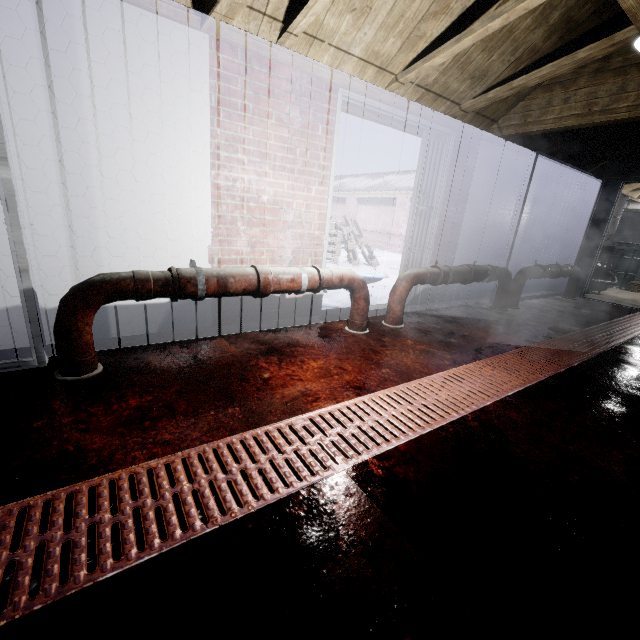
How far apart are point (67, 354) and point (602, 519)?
2.5 meters

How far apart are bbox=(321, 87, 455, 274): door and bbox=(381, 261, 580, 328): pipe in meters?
0.4 m

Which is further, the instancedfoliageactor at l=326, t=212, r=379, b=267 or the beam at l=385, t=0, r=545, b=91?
the instancedfoliageactor at l=326, t=212, r=379, b=267

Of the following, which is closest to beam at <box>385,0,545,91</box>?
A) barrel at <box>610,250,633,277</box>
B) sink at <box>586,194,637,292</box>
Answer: sink at <box>586,194,637,292</box>

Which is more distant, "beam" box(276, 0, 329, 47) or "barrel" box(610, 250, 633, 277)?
"barrel" box(610, 250, 633, 277)

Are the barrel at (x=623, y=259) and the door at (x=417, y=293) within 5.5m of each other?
no

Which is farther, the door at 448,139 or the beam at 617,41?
the door at 448,139
